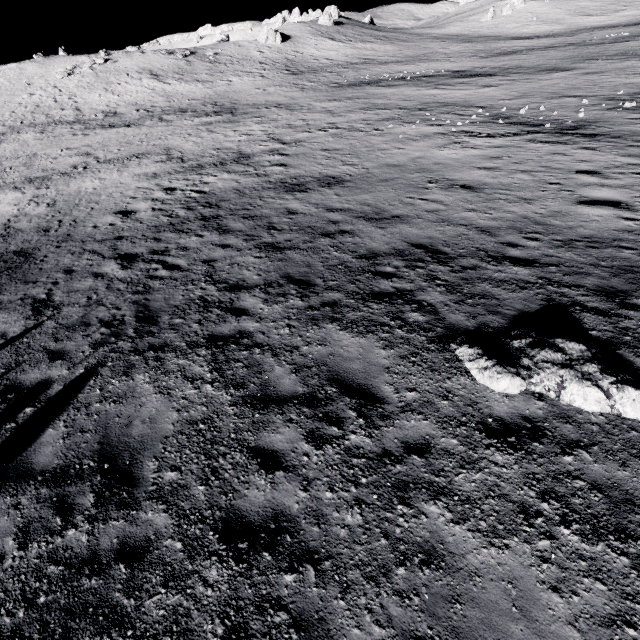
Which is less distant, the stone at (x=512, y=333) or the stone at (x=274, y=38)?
the stone at (x=512, y=333)

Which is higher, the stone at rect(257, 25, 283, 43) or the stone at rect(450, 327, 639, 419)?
the stone at rect(257, 25, 283, 43)

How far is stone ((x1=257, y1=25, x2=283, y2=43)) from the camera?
54.8m

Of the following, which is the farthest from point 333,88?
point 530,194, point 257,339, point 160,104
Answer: point 257,339

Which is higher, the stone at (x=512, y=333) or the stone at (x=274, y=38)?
the stone at (x=274, y=38)

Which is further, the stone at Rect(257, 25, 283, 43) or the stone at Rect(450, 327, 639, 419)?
the stone at Rect(257, 25, 283, 43)
